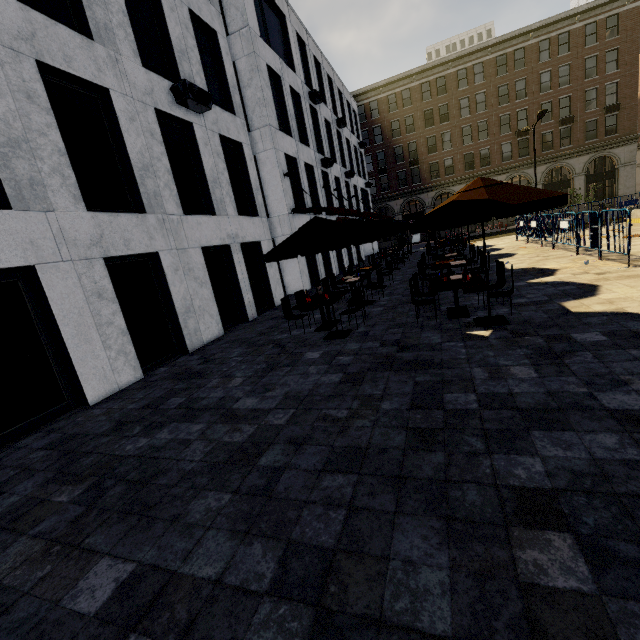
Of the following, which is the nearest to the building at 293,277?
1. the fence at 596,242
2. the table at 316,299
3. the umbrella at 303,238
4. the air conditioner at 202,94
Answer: the air conditioner at 202,94

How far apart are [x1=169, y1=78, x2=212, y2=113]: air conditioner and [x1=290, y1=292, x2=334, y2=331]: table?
7.02m

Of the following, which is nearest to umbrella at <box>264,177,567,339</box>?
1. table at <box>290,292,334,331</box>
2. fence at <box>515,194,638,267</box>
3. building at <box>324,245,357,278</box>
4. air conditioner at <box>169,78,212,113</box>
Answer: table at <box>290,292,334,331</box>

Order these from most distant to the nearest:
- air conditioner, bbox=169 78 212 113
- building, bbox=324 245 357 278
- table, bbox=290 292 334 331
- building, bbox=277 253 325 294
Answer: building, bbox=324 245 357 278
building, bbox=277 253 325 294
air conditioner, bbox=169 78 212 113
table, bbox=290 292 334 331

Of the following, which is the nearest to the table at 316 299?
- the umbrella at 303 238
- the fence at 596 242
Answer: the umbrella at 303 238

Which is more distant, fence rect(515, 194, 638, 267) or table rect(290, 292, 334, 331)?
fence rect(515, 194, 638, 267)

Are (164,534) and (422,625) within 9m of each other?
yes

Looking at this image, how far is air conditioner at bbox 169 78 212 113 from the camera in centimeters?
914cm
